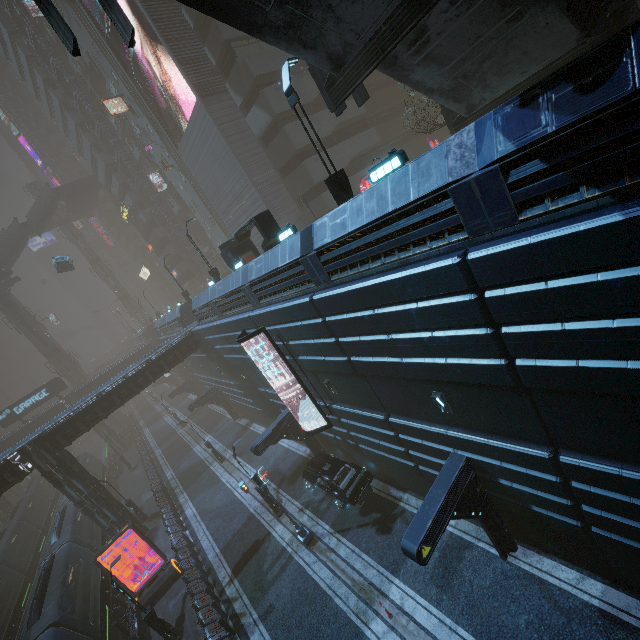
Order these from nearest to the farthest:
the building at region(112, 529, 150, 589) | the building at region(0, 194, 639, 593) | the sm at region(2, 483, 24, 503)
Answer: the building at region(0, 194, 639, 593)
the building at region(112, 529, 150, 589)
the sm at region(2, 483, 24, 503)

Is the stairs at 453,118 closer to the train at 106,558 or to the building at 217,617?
the building at 217,617

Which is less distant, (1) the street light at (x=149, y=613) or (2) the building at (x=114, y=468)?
(1) the street light at (x=149, y=613)

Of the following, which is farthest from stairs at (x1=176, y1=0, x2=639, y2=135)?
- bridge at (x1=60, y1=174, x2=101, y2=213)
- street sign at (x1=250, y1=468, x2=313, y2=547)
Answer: bridge at (x1=60, y1=174, x2=101, y2=213)

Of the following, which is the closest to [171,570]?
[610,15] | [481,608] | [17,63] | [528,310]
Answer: [481,608]

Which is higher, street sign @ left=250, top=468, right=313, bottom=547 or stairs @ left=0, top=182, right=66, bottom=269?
stairs @ left=0, top=182, right=66, bottom=269

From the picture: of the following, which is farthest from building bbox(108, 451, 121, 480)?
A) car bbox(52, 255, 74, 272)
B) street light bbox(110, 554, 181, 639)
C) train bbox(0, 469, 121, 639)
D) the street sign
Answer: car bbox(52, 255, 74, 272)

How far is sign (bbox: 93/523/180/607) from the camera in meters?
18.8 m
